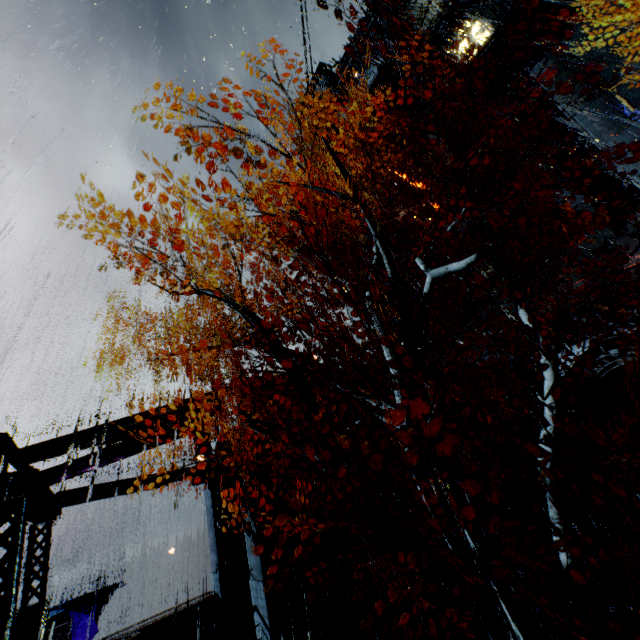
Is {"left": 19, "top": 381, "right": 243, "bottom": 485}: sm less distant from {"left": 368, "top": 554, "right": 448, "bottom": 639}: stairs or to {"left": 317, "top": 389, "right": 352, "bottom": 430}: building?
{"left": 317, "top": 389, "right": 352, "bottom": 430}: building

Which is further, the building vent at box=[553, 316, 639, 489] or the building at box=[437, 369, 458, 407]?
the building at box=[437, 369, 458, 407]

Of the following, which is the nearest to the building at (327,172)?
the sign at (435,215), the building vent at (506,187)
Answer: the building vent at (506,187)

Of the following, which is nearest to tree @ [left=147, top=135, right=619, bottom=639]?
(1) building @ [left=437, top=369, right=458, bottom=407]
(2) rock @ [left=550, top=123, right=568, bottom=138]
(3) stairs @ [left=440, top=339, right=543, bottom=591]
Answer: (3) stairs @ [left=440, top=339, right=543, bottom=591]

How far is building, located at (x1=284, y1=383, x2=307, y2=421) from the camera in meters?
14.2 m

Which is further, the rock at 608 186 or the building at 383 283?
the building at 383 283

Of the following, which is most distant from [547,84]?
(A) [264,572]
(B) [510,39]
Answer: (A) [264,572]

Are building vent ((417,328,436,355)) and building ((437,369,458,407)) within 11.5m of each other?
yes
